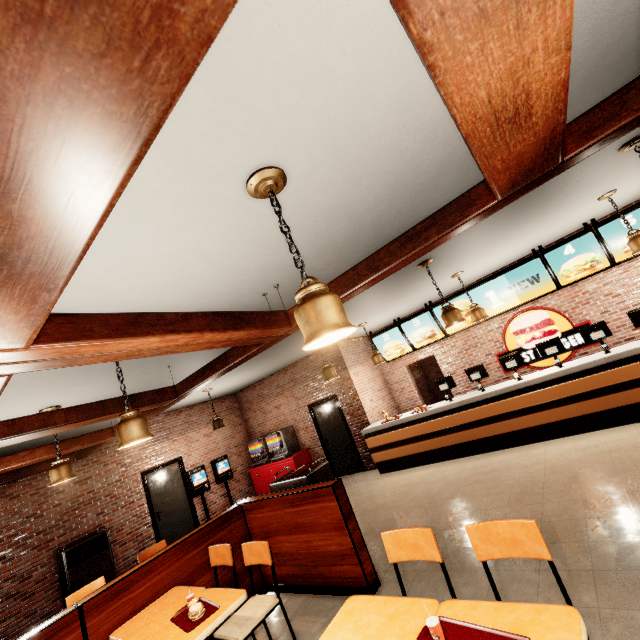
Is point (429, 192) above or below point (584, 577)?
above
